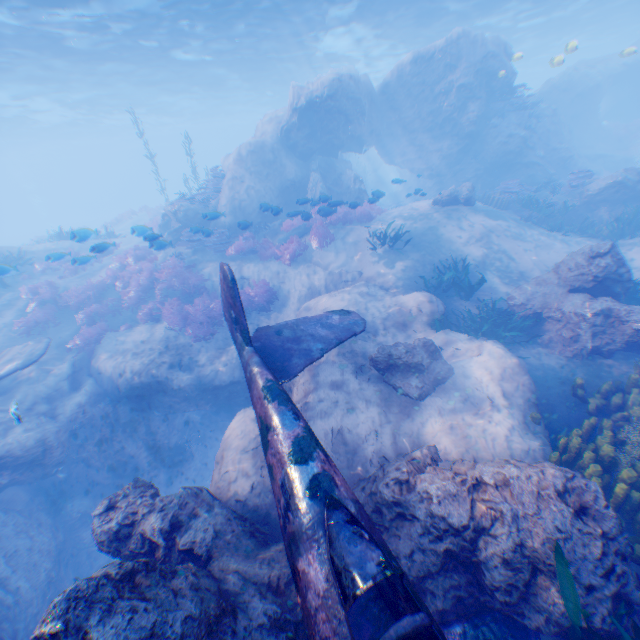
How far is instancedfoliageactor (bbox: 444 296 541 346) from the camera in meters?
8.5 m

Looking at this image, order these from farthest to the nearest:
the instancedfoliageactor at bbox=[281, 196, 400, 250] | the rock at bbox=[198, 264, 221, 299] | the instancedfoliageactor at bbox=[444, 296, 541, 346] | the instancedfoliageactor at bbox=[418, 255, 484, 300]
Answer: the rock at bbox=[198, 264, 221, 299], the instancedfoliageactor at bbox=[281, 196, 400, 250], the instancedfoliageactor at bbox=[418, 255, 484, 300], the instancedfoliageactor at bbox=[444, 296, 541, 346]

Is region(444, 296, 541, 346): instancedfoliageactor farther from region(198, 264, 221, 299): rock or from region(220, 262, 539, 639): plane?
region(220, 262, 539, 639): plane

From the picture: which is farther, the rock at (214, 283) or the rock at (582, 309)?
the rock at (214, 283)

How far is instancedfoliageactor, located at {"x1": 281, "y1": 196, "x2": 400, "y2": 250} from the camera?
13.8 meters

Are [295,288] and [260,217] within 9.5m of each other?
yes

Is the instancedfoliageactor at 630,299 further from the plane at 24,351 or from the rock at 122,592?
the plane at 24,351

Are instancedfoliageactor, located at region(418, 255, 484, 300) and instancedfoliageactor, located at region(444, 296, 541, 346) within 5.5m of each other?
yes
